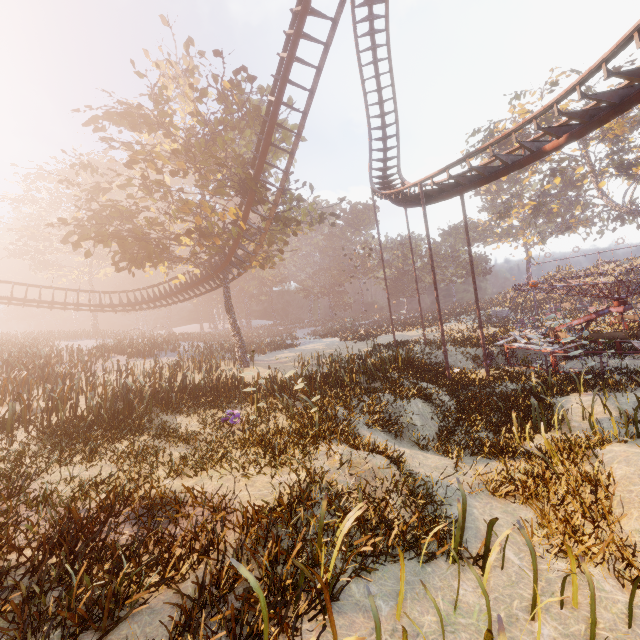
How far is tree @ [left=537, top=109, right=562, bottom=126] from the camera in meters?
34.4

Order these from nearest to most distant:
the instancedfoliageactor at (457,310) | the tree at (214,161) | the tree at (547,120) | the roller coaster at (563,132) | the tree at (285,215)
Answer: the roller coaster at (563,132) → the tree at (214,161) → the tree at (285,215) → the instancedfoliageactor at (457,310) → the tree at (547,120)

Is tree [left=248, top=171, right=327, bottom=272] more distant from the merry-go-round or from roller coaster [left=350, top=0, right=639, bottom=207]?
the merry-go-round

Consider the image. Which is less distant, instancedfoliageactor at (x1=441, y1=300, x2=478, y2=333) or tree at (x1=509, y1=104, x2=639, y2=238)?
instancedfoliageactor at (x1=441, y1=300, x2=478, y2=333)

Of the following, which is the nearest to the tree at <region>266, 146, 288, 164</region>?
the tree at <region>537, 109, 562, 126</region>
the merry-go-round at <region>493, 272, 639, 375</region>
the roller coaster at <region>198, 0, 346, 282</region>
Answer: the roller coaster at <region>198, 0, 346, 282</region>

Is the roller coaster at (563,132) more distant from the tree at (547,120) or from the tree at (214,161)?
the tree at (547,120)

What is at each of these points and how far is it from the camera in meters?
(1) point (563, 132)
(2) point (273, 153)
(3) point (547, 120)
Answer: (1) roller coaster, 10.4
(2) tree, 22.4
(3) tree, 35.4

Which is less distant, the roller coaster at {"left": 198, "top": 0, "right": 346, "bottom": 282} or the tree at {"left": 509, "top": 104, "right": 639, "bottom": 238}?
the roller coaster at {"left": 198, "top": 0, "right": 346, "bottom": 282}
